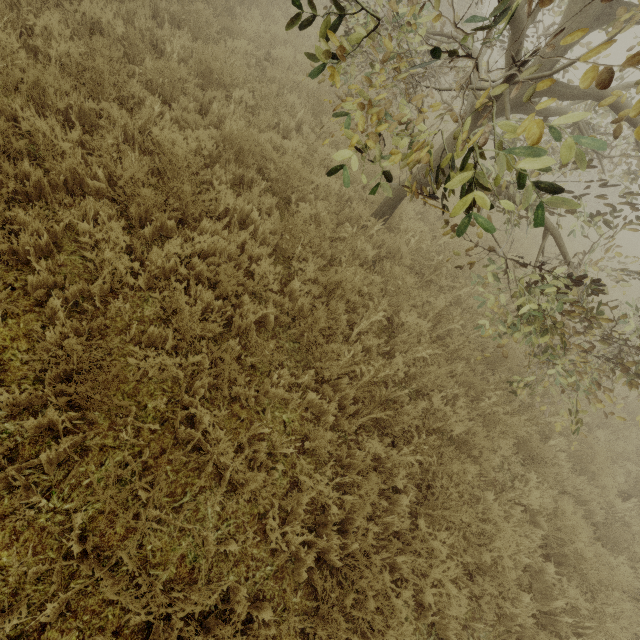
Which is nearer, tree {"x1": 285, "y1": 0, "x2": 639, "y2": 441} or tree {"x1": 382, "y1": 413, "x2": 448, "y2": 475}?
tree {"x1": 285, "y1": 0, "x2": 639, "y2": 441}

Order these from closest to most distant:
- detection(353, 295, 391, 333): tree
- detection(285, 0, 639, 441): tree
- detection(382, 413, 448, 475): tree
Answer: detection(285, 0, 639, 441): tree < detection(382, 413, 448, 475): tree < detection(353, 295, 391, 333): tree

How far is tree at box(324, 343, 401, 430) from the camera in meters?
3.7

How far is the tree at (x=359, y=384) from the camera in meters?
3.7

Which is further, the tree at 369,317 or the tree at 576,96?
the tree at 369,317

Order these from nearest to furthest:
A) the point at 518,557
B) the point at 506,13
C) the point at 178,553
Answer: the point at 506,13
the point at 178,553
the point at 518,557

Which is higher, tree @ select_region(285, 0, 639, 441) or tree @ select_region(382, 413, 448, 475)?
tree @ select_region(285, 0, 639, 441)
